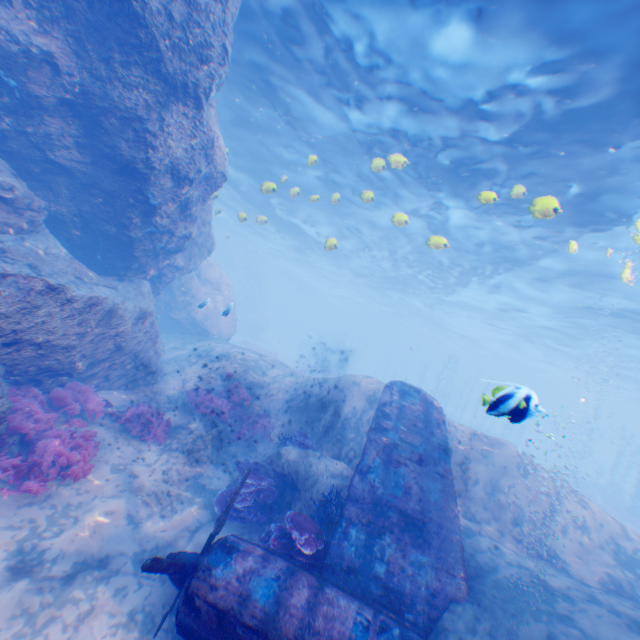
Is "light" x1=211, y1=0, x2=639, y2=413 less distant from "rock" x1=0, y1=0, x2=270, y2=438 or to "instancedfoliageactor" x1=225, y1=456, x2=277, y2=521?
"rock" x1=0, y1=0, x2=270, y2=438

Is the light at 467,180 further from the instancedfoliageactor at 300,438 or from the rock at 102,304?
the instancedfoliageactor at 300,438

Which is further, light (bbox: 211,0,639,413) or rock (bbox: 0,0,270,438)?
light (bbox: 211,0,639,413)

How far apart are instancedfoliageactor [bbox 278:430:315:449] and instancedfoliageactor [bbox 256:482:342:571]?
2.5m

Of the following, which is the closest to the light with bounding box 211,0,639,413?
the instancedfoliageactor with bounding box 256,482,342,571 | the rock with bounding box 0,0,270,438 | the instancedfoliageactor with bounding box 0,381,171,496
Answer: the rock with bounding box 0,0,270,438

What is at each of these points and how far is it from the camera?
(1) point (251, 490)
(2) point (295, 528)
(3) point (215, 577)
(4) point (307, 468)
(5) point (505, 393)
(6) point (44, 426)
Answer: (1) instancedfoliageactor, 7.9 meters
(2) instancedfoliageactor, 6.2 meters
(3) plane, 4.6 meters
(4) rock, 8.6 meters
(5) light, 4.6 meters
(6) instancedfoliageactor, 7.1 meters

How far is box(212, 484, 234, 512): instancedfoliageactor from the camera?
7.68m

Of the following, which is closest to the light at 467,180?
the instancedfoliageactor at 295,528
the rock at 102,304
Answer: the rock at 102,304
